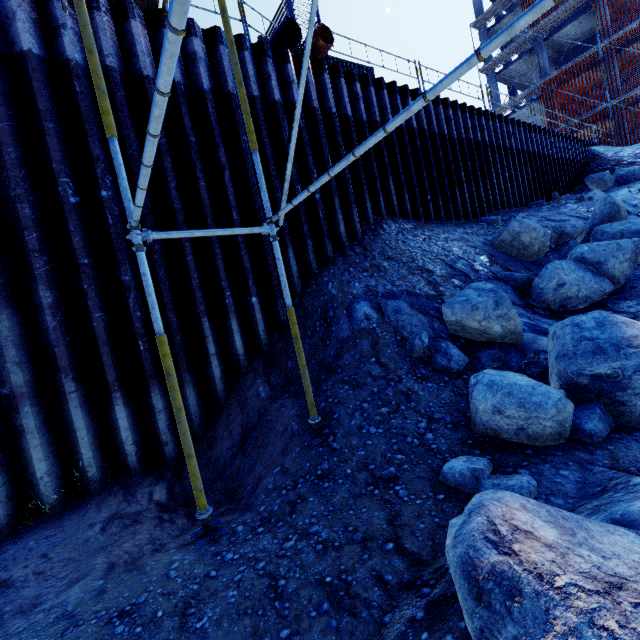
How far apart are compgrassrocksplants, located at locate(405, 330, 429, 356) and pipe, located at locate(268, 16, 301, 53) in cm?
676

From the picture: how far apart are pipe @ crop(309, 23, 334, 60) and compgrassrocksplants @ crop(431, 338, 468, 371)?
6.8 meters

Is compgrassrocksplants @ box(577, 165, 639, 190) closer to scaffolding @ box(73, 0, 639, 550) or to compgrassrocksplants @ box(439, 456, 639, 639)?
scaffolding @ box(73, 0, 639, 550)

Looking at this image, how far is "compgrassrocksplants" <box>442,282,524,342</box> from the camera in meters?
4.6

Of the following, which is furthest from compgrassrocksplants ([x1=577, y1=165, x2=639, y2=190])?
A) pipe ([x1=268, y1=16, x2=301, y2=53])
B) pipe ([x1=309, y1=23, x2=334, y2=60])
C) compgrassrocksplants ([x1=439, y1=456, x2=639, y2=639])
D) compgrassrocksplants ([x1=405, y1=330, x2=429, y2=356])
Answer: compgrassrocksplants ([x1=439, y1=456, x2=639, y2=639])

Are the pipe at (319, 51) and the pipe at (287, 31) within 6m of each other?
yes

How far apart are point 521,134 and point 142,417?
16.4 meters

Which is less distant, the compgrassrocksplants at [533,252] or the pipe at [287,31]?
the compgrassrocksplants at [533,252]
